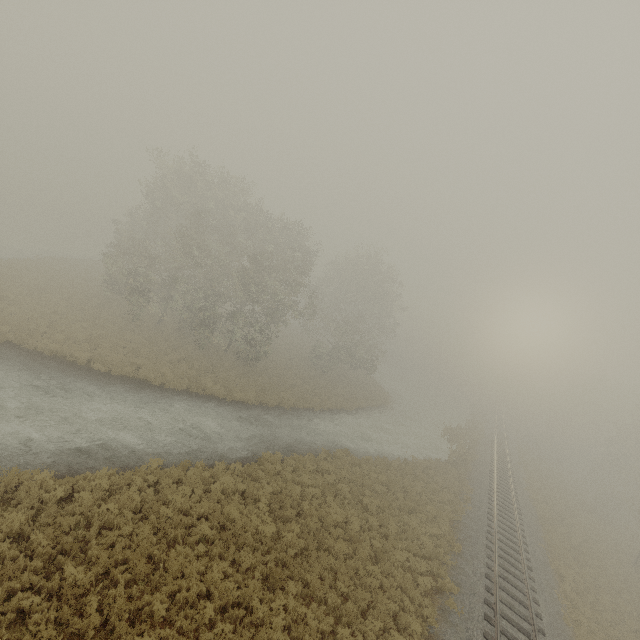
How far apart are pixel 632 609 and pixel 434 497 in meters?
12.6

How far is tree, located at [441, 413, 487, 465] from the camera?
31.3 meters

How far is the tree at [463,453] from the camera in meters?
31.3 m
